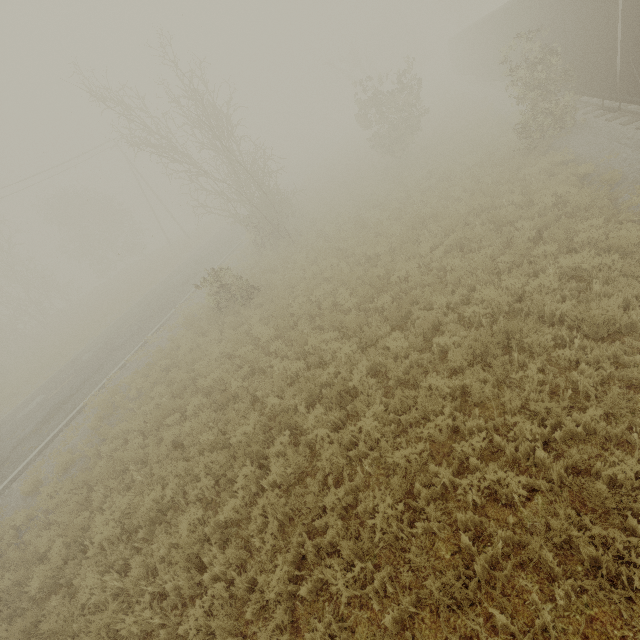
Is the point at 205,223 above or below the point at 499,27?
below
